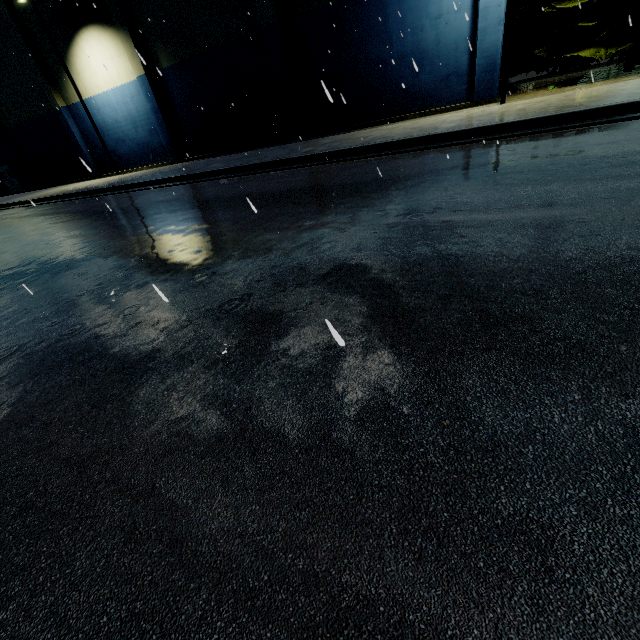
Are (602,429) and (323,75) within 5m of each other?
no

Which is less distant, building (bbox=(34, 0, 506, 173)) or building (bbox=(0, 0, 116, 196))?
building (bbox=(34, 0, 506, 173))

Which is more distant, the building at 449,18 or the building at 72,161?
the building at 72,161
